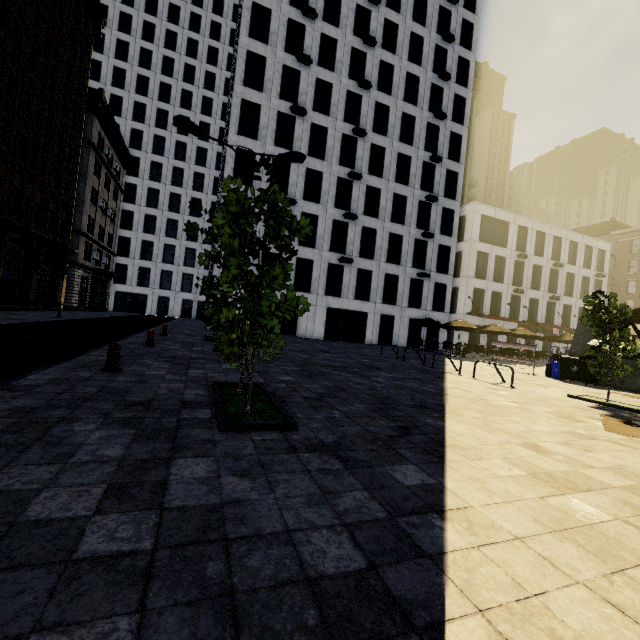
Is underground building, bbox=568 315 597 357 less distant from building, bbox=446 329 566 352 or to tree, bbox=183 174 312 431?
tree, bbox=183 174 312 431

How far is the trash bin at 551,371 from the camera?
15.4m

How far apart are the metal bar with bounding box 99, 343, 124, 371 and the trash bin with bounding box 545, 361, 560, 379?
17.8 meters

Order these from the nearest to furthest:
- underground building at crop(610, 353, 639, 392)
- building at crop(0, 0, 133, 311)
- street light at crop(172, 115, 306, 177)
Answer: street light at crop(172, 115, 306, 177) < underground building at crop(610, 353, 639, 392) < building at crop(0, 0, 133, 311)

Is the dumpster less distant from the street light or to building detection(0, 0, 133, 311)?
the street light

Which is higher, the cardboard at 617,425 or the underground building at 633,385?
the underground building at 633,385

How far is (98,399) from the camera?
4.64m

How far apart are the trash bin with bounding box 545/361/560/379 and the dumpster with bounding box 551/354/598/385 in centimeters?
9cm
